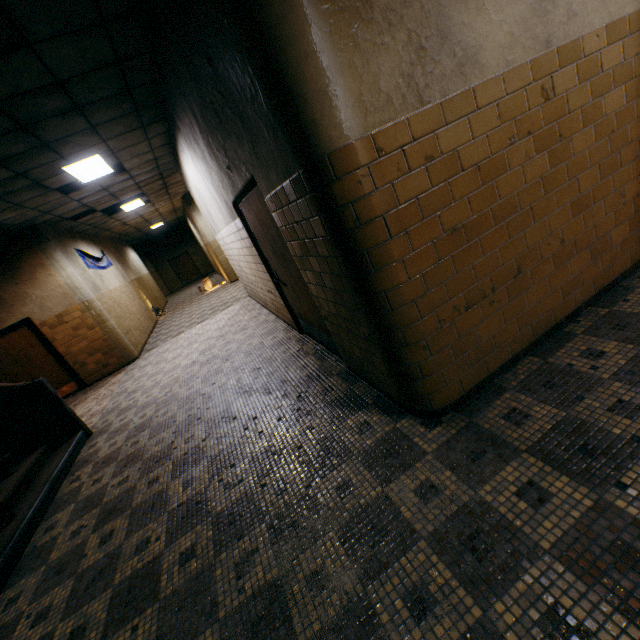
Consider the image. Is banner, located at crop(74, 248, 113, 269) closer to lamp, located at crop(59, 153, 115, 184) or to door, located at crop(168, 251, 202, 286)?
lamp, located at crop(59, 153, 115, 184)

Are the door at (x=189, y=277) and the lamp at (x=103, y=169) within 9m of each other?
no

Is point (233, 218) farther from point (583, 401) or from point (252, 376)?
point (583, 401)

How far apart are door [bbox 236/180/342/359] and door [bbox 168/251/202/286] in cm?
2198

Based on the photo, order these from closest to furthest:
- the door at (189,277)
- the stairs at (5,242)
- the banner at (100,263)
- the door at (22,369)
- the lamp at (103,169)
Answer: the lamp at (103,169) < the stairs at (5,242) < the door at (22,369) < the banner at (100,263) < the door at (189,277)

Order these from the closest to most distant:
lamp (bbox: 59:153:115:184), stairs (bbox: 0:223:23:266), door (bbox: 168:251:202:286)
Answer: lamp (bbox: 59:153:115:184) < stairs (bbox: 0:223:23:266) < door (bbox: 168:251:202:286)

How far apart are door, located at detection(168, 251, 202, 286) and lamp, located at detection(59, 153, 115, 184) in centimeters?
1846cm

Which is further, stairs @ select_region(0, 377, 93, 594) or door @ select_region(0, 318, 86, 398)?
door @ select_region(0, 318, 86, 398)
